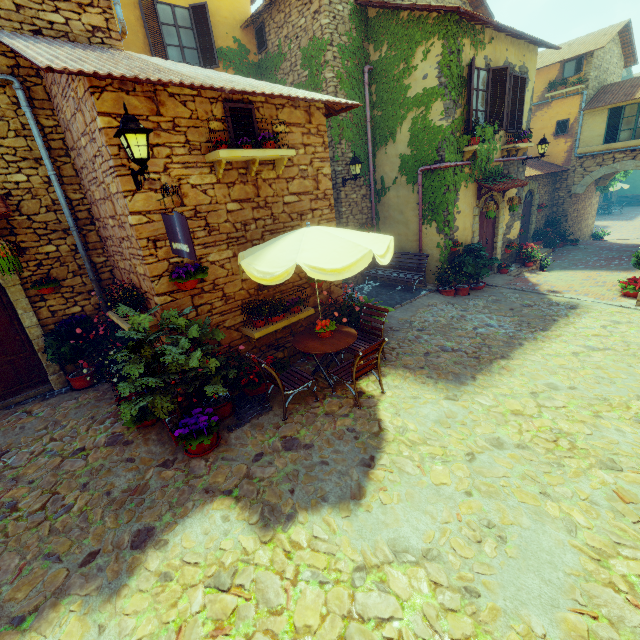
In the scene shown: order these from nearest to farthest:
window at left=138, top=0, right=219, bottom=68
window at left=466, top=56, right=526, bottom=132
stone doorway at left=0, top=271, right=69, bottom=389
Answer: stone doorway at left=0, top=271, right=69, bottom=389 → window at left=466, top=56, right=526, bottom=132 → window at left=138, top=0, right=219, bottom=68

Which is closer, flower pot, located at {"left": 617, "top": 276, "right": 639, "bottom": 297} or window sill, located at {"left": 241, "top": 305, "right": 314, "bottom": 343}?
window sill, located at {"left": 241, "top": 305, "right": 314, "bottom": 343}

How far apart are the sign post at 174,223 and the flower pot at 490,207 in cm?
972

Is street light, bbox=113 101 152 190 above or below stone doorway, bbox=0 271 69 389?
above

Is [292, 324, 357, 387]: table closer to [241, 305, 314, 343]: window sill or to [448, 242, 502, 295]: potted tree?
[241, 305, 314, 343]: window sill

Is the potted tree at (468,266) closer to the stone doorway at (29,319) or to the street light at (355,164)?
the street light at (355,164)

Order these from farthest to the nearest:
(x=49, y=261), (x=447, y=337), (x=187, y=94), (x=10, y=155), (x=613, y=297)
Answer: (x=613, y=297) → (x=447, y=337) → (x=49, y=261) → (x=10, y=155) → (x=187, y=94)

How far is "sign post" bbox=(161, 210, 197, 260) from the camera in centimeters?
388cm
